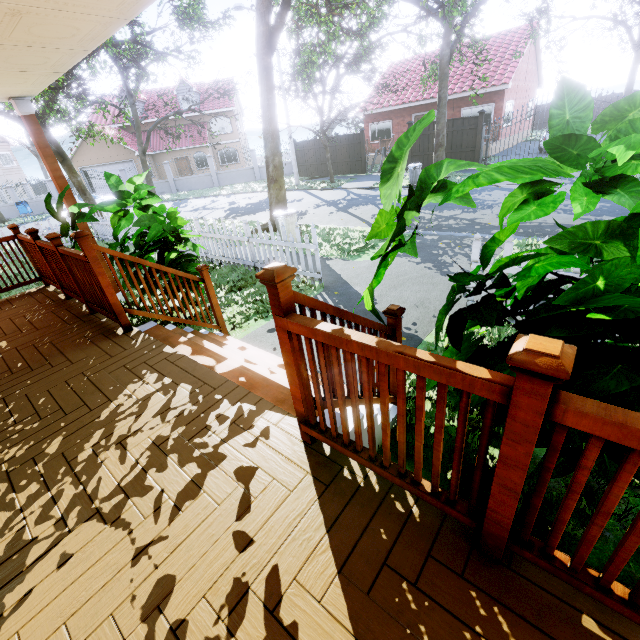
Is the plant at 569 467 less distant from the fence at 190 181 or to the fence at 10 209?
the fence at 10 209

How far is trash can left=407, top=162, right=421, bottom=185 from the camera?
15.2m

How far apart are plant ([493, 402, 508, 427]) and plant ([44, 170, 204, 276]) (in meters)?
3.64

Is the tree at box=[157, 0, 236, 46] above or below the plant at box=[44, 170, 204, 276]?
above

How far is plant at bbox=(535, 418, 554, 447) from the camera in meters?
1.7 m

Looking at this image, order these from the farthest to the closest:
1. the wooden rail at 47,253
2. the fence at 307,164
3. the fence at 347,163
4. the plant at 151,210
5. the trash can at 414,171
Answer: the fence at 307,164 < the fence at 347,163 < the trash can at 414,171 < the plant at 151,210 < the wooden rail at 47,253

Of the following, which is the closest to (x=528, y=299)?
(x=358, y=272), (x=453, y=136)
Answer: (x=358, y=272)

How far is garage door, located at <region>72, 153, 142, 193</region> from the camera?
29.9 meters
